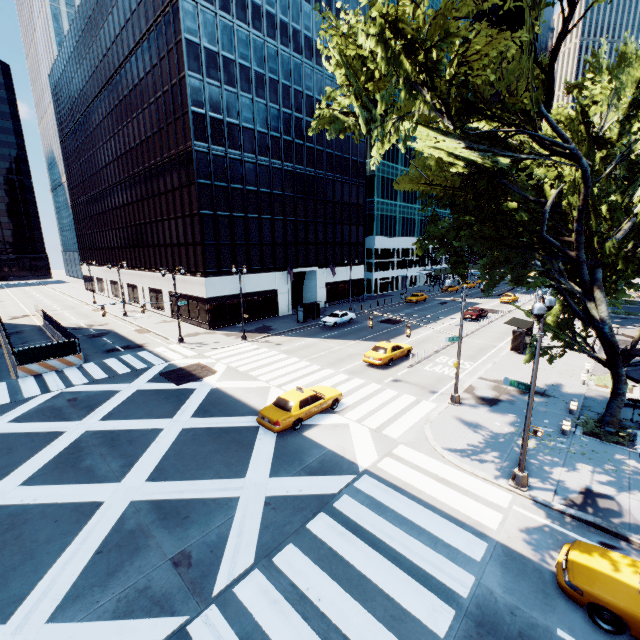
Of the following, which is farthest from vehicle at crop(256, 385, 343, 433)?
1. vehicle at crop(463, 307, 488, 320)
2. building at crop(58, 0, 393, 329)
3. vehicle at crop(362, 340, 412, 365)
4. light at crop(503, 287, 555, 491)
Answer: vehicle at crop(463, 307, 488, 320)

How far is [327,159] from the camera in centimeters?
4659cm

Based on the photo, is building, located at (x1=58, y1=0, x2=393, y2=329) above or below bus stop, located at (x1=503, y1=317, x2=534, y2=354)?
above

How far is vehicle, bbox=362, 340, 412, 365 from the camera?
24.5 meters

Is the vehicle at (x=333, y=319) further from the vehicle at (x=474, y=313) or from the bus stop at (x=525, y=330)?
the vehicle at (x=474, y=313)

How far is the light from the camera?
10.16m

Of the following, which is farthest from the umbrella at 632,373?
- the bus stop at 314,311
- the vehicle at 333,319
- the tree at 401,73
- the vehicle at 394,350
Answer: the vehicle at 333,319

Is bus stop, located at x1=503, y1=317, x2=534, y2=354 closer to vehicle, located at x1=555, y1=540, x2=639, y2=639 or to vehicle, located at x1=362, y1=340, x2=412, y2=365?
vehicle, located at x1=362, y1=340, x2=412, y2=365
